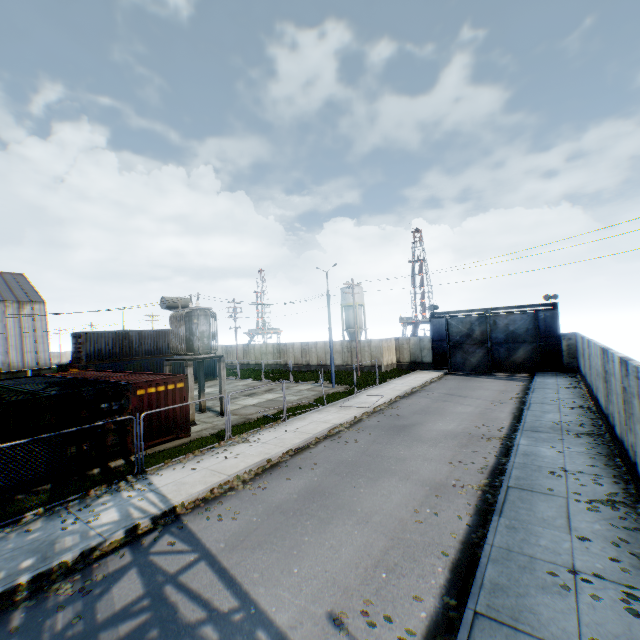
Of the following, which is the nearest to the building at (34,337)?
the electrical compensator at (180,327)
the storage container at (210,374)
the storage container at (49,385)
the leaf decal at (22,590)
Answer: the storage container at (210,374)

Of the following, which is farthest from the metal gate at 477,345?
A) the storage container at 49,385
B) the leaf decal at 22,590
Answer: the storage container at 49,385

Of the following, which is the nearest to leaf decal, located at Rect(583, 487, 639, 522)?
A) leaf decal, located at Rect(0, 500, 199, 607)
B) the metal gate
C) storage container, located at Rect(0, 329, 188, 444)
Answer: leaf decal, located at Rect(0, 500, 199, 607)

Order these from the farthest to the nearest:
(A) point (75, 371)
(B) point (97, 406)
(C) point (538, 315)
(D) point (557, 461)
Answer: (C) point (538, 315) → (A) point (75, 371) → (B) point (97, 406) → (D) point (557, 461)

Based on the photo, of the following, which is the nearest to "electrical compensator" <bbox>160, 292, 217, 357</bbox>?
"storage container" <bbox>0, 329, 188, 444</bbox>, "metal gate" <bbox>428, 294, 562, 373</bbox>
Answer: "storage container" <bbox>0, 329, 188, 444</bbox>

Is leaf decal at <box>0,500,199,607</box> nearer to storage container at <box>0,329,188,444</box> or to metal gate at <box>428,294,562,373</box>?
storage container at <box>0,329,188,444</box>

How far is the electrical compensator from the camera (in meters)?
18.17

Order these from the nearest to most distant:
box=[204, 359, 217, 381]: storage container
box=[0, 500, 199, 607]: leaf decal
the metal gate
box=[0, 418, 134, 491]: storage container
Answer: box=[0, 500, 199, 607]: leaf decal < box=[0, 418, 134, 491]: storage container < the metal gate < box=[204, 359, 217, 381]: storage container
